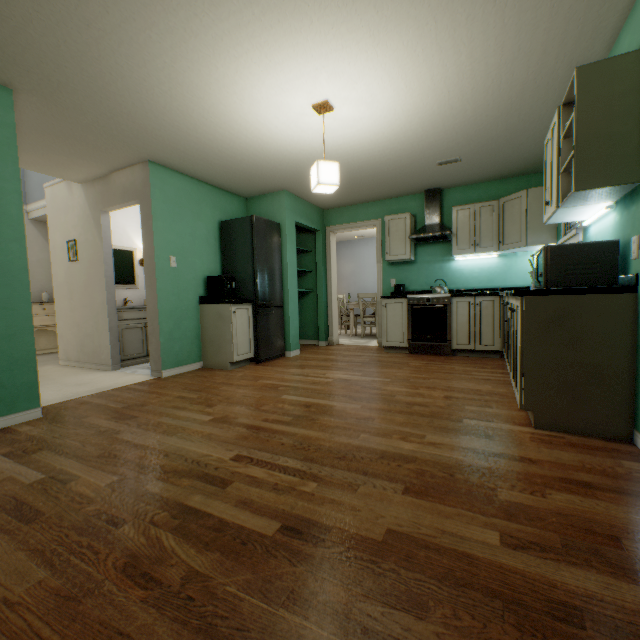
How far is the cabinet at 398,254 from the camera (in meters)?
4.95

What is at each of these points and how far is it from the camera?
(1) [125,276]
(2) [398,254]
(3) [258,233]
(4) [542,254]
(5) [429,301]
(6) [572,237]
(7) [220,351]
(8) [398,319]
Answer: (1) bathroom sink, 5.0m
(2) cabinet, 5.0m
(3) refrigerator, 4.3m
(4) microwave oven, 2.1m
(5) cooker stove, 4.6m
(6) window, 3.0m
(7) cabinet, 4.1m
(8) cabinet, 4.9m

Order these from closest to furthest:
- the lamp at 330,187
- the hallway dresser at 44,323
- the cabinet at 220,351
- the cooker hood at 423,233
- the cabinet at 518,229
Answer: the cabinet at 518,229
the lamp at 330,187
the cabinet at 220,351
the cooker hood at 423,233
the hallway dresser at 44,323

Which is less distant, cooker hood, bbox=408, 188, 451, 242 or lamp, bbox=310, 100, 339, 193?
lamp, bbox=310, 100, 339, 193

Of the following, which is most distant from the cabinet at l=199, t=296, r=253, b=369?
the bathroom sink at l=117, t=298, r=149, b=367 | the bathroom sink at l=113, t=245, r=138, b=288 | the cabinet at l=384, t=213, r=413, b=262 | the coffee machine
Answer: the cabinet at l=384, t=213, r=413, b=262

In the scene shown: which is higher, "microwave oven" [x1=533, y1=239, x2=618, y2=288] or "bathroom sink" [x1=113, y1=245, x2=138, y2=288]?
"bathroom sink" [x1=113, y1=245, x2=138, y2=288]

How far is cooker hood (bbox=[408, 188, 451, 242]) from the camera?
4.62m

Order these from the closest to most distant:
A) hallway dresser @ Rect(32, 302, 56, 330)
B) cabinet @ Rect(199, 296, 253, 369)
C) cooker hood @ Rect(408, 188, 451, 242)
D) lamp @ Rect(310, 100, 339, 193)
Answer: lamp @ Rect(310, 100, 339, 193), cabinet @ Rect(199, 296, 253, 369), cooker hood @ Rect(408, 188, 451, 242), hallway dresser @ Rect(32, 302, 56, 330)
